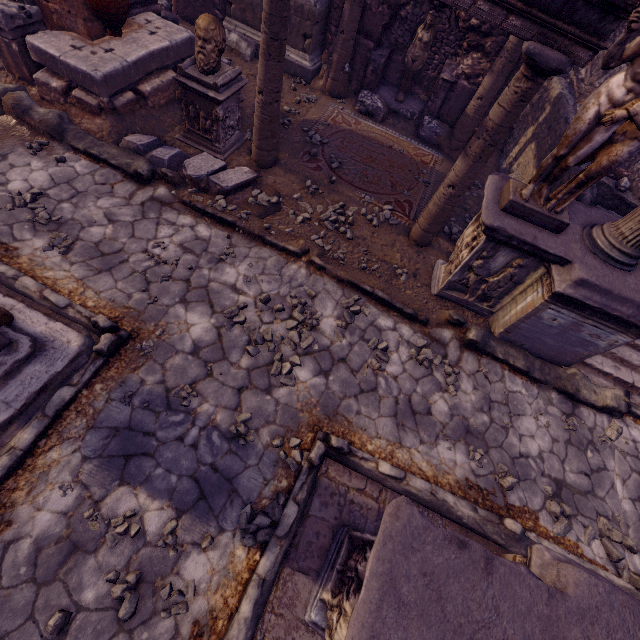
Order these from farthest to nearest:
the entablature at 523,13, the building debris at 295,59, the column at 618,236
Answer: the building debris at 295,59
the column at 618,236
the entablature at 523,13

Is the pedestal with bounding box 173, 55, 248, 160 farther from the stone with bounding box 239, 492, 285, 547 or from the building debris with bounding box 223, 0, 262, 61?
the stone with bounding box 239, 492, 285, 547

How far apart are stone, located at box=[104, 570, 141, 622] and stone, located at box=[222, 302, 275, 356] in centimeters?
219cm

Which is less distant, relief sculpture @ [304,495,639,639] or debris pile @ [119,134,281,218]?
relief sculpture @ [304,495,639,639]

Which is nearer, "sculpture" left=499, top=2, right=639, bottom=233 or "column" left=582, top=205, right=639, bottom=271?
"sculpture" left=499, top=2, right=639, bottom=233

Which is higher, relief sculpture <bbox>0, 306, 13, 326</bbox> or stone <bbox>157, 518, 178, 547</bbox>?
relief sculpture <bbox>0, 306, 13, 326</bbox>

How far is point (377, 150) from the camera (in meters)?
7.12

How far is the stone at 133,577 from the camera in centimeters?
271cm
